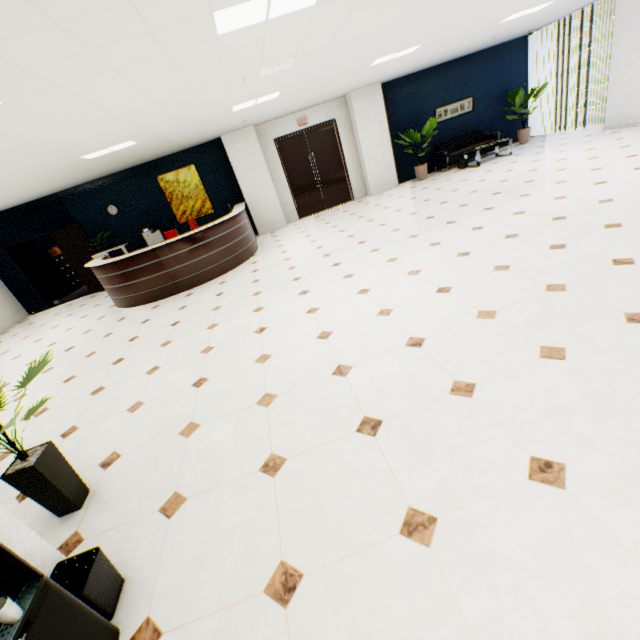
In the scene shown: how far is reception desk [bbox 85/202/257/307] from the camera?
6.87m

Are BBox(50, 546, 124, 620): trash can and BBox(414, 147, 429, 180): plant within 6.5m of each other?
no

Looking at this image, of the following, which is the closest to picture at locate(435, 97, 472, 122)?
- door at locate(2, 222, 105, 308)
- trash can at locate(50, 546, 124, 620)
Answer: door at locate(2, 222, 105, 308)

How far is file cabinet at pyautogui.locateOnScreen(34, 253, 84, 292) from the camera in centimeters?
1148cm

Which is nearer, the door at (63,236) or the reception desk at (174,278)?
the reception desk at (174,278)

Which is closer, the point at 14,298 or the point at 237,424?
the point at 237,424

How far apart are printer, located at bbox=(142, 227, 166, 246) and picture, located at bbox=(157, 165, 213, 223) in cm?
57

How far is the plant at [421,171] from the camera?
10.2 meters
